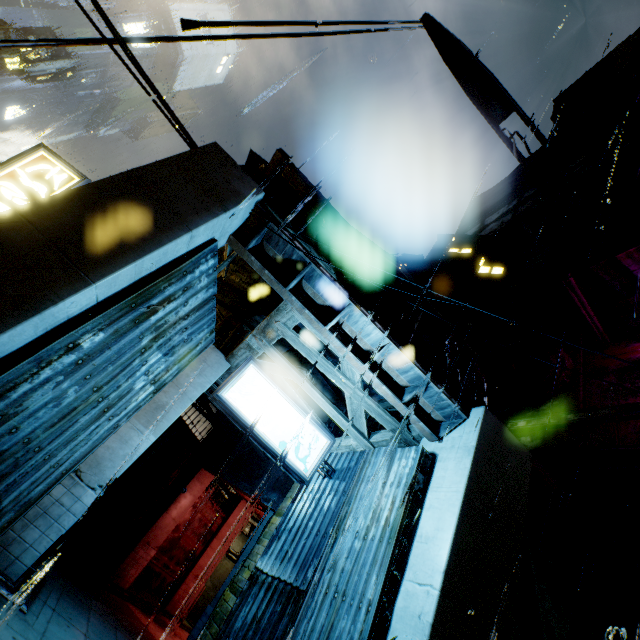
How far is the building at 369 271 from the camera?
6.5m

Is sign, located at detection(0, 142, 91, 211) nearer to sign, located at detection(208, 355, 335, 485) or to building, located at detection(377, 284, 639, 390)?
building, located at detection(377, 284, 639, 390)

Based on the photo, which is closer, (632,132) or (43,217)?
(43,217)

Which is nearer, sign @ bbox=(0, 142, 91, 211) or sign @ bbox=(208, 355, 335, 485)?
sign @ bbox=(208, 355, 335, 485)

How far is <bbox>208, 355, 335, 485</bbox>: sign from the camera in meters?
6.4

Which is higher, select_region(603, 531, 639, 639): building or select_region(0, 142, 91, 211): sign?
select_region(603, 531, 639, 639): building

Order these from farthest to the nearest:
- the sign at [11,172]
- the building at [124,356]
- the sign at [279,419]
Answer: the sign at [11,172] < the sign at [279,419] < the building at [124,356]
